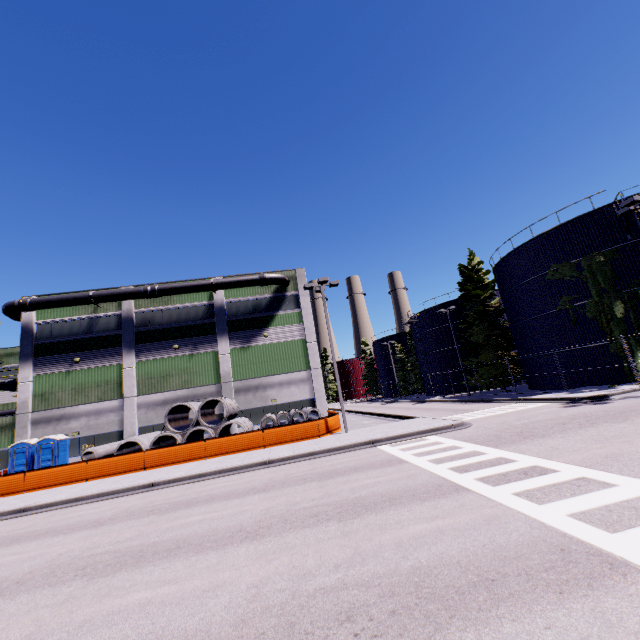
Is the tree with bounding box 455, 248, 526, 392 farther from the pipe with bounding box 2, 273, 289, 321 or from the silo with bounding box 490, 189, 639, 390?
the pipe with bounding box 2, 273, 289, 321

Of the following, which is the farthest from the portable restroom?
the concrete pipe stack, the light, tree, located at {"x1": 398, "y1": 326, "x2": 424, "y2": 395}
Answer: tree, located at {"x1": 398, "y1": 326, "x2": 424, "y2": 395}

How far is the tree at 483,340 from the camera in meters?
33.7 m

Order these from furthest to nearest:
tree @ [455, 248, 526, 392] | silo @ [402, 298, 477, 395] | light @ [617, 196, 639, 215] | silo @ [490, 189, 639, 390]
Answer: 1. silo @ [402, 298, 477, 395]
2. tree @ [455, 248, 526, 392]
3. silo @ [490, 189, 639, 390]
4. light @ [617, 196, 639, 215]

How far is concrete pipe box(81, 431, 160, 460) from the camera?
20.9m

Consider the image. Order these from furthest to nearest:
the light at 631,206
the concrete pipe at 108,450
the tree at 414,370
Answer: the tree at 414,370 → the concrete pipe at 108,450 → the light at 631,206

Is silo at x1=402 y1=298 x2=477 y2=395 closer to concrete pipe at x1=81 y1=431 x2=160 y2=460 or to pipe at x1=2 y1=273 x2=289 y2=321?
pipe at x1=2 y1=273 x2=289 y2=321

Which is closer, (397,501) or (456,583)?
(456,583)
